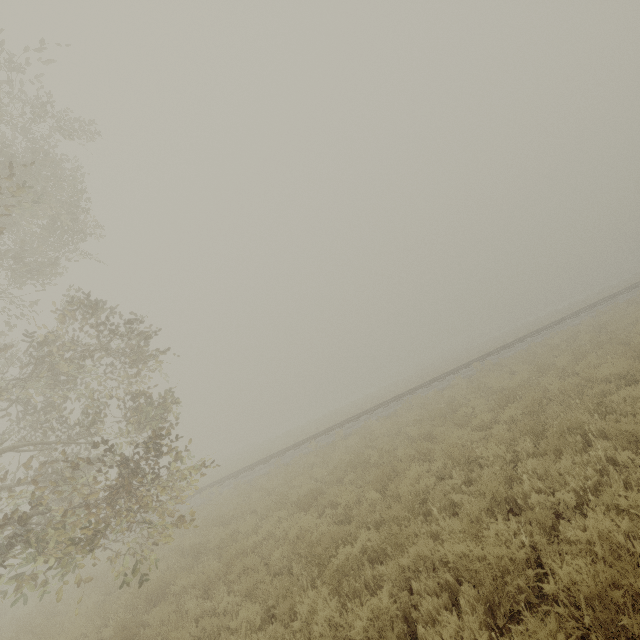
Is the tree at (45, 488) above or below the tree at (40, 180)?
below

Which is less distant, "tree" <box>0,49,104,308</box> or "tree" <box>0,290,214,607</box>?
"tree" <box>0,290,214,607</box>

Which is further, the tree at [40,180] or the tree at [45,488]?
the tree at [40,180]

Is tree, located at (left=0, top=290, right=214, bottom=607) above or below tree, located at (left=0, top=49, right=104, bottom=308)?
below

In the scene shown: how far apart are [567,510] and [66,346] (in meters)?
11.89
